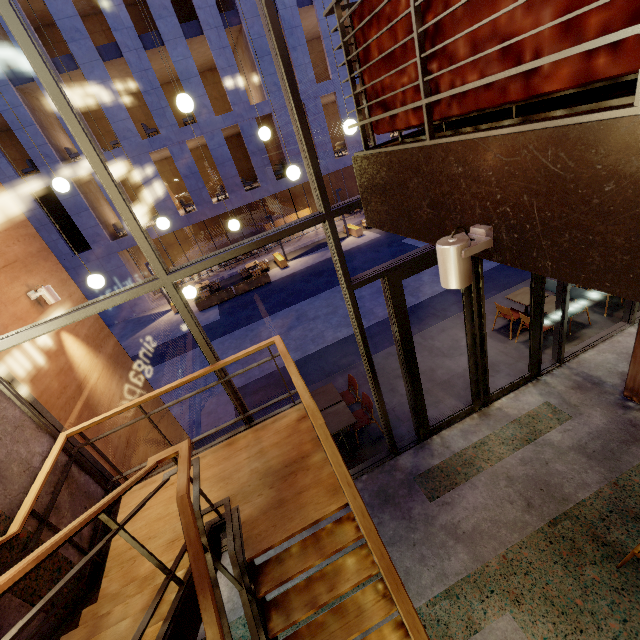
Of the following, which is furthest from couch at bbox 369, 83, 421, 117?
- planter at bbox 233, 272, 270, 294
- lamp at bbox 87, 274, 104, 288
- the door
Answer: planter at bbox 233, 272, 270, 294

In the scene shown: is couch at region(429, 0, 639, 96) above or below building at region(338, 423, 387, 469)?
above

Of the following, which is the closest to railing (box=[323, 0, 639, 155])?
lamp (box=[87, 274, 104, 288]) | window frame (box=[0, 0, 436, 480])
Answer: window frame (box=[0, 0, 436, 480])

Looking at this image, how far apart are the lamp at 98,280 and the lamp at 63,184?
0.9m

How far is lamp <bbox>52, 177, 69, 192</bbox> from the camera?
4.3 meters

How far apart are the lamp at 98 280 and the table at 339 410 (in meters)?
4.29

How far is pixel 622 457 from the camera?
4.89m

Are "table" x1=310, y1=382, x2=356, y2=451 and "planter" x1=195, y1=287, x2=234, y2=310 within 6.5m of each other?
no
